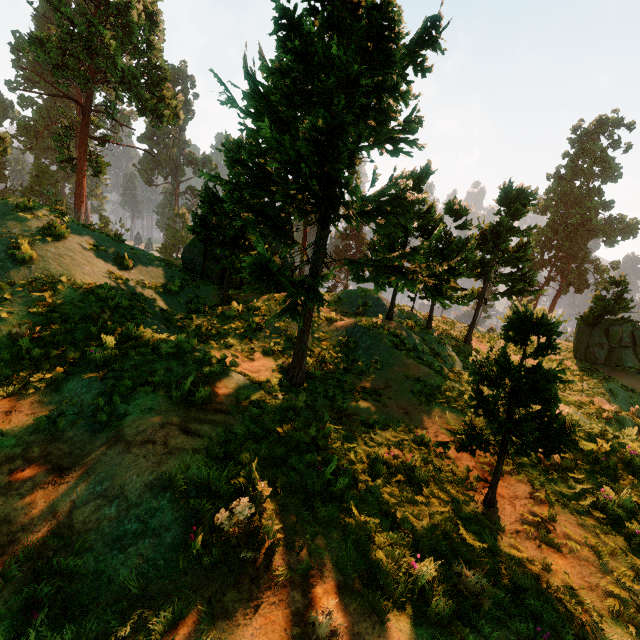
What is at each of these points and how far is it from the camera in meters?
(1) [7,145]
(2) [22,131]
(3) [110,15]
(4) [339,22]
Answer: (1) treerock, 32.5 m
(2) treerock, 57.1 m
(3) treerock, 24.2 m
(4) treerock, 5.7 m

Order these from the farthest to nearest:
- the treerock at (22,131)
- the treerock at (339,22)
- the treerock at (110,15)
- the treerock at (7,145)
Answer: the treerock at (22,131) → the treerock at (7,145) → the treerock at (110,15) → the treerock at (339,22)

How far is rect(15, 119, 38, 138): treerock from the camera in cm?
5619

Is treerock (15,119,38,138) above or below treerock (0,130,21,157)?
above

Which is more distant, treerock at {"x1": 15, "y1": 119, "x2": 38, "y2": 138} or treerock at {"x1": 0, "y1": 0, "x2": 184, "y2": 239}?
treerock at {"x1": 15, "y1": 119, "x2": 38, "y2": 138}

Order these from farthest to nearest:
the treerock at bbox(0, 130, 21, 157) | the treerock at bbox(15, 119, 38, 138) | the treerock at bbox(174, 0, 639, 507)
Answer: the treerock at bbox(15, 119, 38, 138) < the treerock at bbox(0, 130, 21, 157) < the treerock at bbox(174, 0, 639, 507)

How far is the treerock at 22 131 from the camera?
56.2 meters
